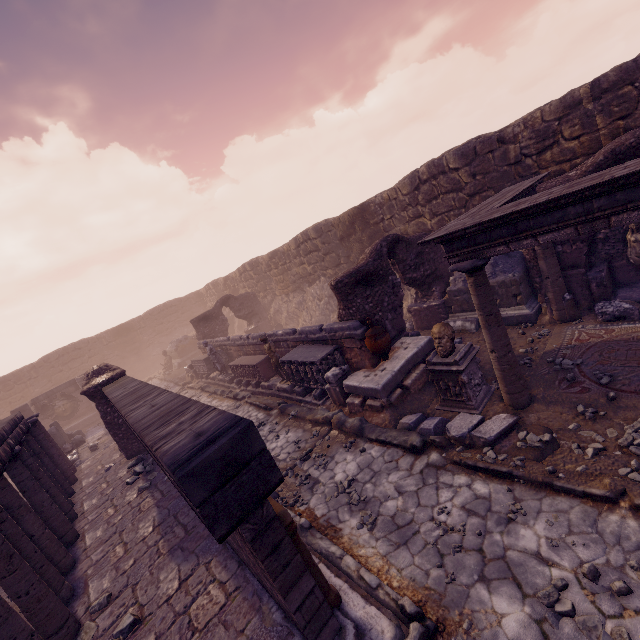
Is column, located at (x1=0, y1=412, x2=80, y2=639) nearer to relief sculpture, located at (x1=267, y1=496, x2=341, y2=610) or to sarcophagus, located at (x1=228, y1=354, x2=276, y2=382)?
relief sculpture, located at (x1=267, y1=496, x2=341, y2=610)

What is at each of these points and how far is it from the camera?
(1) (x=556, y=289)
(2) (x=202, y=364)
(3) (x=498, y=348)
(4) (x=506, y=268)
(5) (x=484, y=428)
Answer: (1) column, 7.93m
(2) sarcophagus, 17.30m
(3) column, 5.79m
(4) building debris, 9.09m
(5) debris pile, 5.66m

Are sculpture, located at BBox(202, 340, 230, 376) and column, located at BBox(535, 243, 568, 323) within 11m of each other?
no

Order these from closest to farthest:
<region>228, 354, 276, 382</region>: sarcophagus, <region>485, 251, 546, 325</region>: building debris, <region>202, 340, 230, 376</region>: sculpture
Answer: <region>485, 251, 546, 325</region>: building debris < <region>228, 354, 276, 382</region>: sarcophagus < <region>202, 340, 230, 376</region>: sculpture

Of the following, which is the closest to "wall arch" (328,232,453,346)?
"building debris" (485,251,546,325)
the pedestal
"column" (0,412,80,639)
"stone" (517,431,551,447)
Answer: "building debris" (485,251,546,325)

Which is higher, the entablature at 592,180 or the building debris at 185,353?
the entablature at 592,180

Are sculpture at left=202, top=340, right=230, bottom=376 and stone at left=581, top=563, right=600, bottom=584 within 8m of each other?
no

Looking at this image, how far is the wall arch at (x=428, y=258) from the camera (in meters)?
8.82
